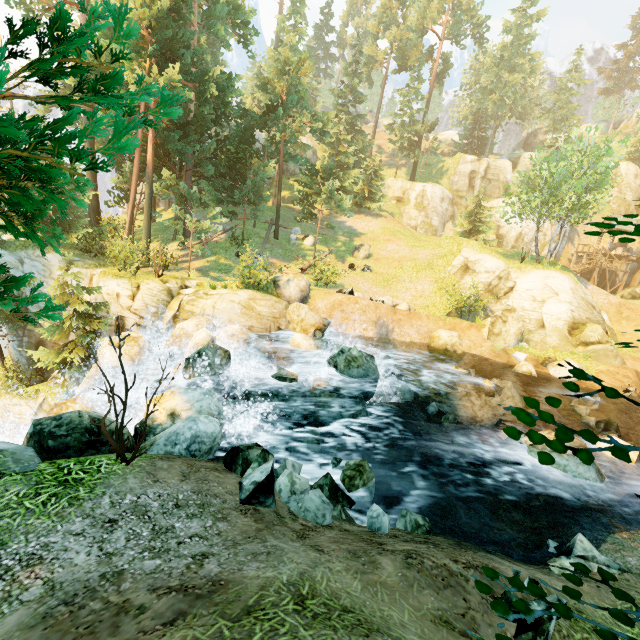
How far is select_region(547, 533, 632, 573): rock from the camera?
5.80m

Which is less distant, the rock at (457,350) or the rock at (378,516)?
the rock at (378,516)

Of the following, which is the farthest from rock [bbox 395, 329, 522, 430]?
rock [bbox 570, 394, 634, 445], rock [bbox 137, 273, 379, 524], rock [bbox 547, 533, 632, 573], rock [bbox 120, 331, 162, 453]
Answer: rock [bbox 120, 331, 162, 453]

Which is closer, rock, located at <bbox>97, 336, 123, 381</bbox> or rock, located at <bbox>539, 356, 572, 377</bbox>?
rock, located at <bbox>97, 336, 123, 381</bbox>

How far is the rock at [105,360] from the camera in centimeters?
1484cm

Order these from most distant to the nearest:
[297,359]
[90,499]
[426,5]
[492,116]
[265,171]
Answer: [492,116], [426,5], [265,171], [297,359], [90,499]

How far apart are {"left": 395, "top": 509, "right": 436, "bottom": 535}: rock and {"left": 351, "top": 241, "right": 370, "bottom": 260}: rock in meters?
24.5

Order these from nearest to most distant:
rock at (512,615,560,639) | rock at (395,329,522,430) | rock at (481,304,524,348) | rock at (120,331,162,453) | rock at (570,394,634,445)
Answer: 1. rock at (512,615,560,639)
2. rock at (120,331,162,453)
3. rock at (570,394,634,445)
4. rock at (395,329,522,430)
5. rock at (481,304,524,348)
